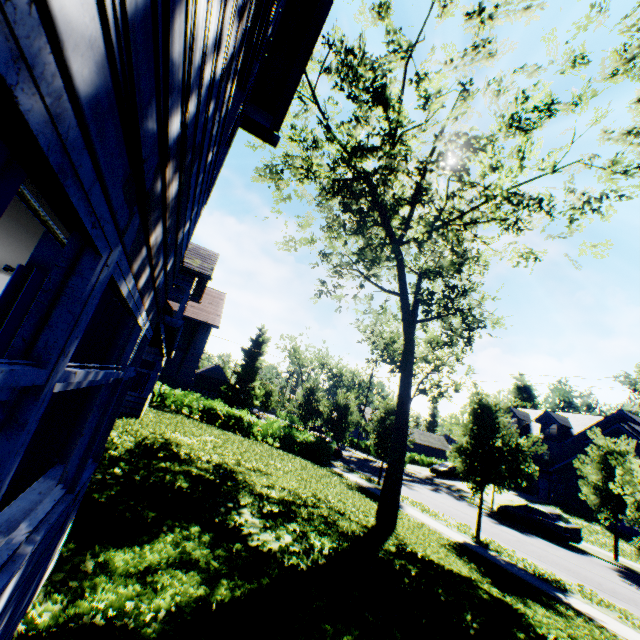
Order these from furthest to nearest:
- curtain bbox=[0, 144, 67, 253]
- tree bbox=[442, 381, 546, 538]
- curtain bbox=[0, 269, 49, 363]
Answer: tree bbox=[442, 381, 546, 538] → curtain bbox=[0, 269, 49, 363] → curtain bbox=[0, 144, 67, 253]

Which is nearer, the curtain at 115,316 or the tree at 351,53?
the curtain at 115,316

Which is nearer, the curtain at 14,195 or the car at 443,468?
the curtain at 14,195

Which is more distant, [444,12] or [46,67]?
[444,12]

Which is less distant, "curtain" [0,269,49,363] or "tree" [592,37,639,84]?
"curtain" [0,269,49,363]

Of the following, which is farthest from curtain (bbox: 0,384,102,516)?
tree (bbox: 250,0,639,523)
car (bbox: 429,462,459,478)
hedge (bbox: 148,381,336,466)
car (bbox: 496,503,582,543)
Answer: car (bbox: 429,462,459,478)

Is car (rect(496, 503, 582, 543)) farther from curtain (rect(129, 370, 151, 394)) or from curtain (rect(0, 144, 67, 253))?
curtain (rect(0, 144, 67, 253))
